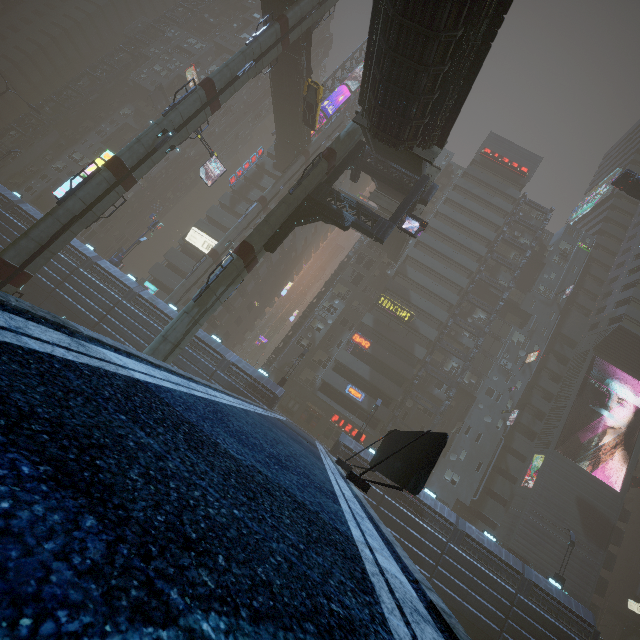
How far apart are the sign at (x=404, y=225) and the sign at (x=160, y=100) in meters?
52.1 m

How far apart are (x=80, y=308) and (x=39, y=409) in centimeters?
3652cm

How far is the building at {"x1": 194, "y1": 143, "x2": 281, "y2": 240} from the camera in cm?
4762

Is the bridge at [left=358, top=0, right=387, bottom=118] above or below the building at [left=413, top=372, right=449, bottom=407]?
above

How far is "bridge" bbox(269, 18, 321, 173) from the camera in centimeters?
3212cm

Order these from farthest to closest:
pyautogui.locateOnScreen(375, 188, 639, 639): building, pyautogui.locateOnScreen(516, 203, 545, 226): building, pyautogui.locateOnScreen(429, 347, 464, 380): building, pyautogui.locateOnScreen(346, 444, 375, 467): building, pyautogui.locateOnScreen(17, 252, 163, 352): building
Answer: pyautogui.locateOnScreen(516, 203, 545, 226): building → pyautogui.locateOnScreen(429, 347, 464, 380): building → pyautogui.locateOnScreen(17, 252, 163, 352): building → pyautogui.locateOnScreen(375, 188, 639, 639): building → pyautogui.locateOnScreen(346, 444, 375, 467): building

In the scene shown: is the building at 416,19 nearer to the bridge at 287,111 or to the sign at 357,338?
the bridge at 287,111

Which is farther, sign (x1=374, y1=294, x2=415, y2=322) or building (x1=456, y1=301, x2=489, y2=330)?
building (x1=456, y1=301, x2=489, y2=330)
